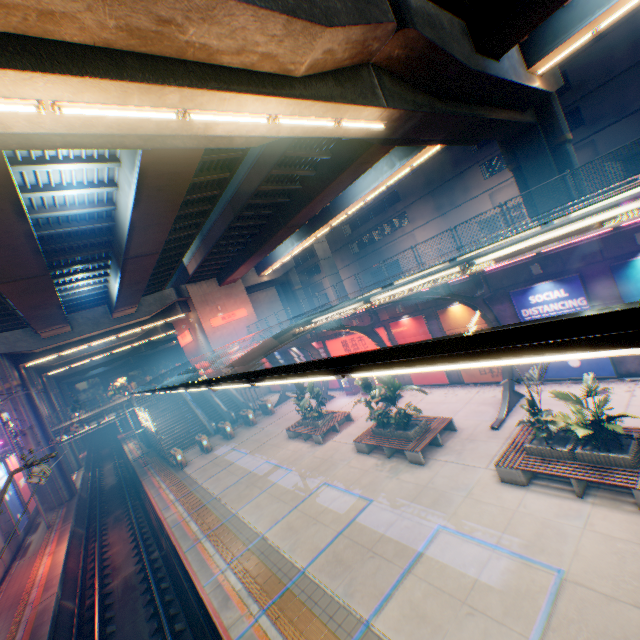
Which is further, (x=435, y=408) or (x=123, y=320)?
(x=123, y=320)

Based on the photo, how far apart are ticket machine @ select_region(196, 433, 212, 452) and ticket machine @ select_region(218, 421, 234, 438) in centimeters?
144cm

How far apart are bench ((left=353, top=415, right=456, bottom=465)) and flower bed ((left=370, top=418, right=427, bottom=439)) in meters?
→ 0.0 m

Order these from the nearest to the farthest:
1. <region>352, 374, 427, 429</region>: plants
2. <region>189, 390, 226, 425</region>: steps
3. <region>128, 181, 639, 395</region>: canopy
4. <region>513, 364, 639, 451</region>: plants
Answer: <region>128, 181, 639, 395</region>: canopy < <region>513, 364, 639, 451</region>: plants < <region>352, 374, 427, 429</region>: plants < <region>189, 390, 226, 425</region>: steps

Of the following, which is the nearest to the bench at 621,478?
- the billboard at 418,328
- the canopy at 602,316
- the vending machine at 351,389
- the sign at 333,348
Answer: the canopy at 602,316

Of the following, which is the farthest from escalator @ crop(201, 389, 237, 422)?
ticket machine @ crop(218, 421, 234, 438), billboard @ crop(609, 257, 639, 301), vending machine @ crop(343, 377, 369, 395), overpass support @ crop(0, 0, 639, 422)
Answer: billboard @ crop(609, 257, 639, 301)

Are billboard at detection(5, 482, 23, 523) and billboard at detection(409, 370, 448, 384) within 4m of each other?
no

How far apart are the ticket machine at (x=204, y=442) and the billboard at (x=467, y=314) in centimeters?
1901cm
